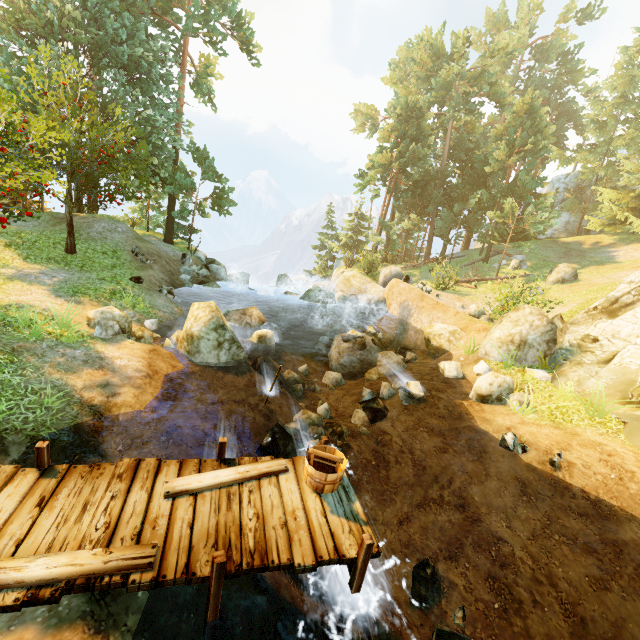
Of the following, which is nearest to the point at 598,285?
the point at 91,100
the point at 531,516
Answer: the point at 531,516

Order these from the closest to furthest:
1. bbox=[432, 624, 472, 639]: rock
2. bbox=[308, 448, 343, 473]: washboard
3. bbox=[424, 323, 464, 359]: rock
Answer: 1. bbox=[308, 448, 343, 473]: washboard
2. bbox=[432, 624, 472, 639]: rock
3. bbox=[424, 323, 464, 359]: rock

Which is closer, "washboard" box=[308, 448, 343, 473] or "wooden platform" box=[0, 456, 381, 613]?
"wooden platform" box=[0, 456, 381, 613]

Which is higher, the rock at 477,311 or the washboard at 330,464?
the rock at 477,311

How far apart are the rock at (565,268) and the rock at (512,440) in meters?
19.4

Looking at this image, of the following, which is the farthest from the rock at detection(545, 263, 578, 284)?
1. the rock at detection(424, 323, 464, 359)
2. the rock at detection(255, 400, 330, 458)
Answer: the rock at detection(255, 400, 330, 458)

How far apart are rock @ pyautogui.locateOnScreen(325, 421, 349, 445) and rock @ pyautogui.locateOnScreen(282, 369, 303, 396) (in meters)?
2.63

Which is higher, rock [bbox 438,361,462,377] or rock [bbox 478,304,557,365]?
rock [bbox 478,304,557,365]
